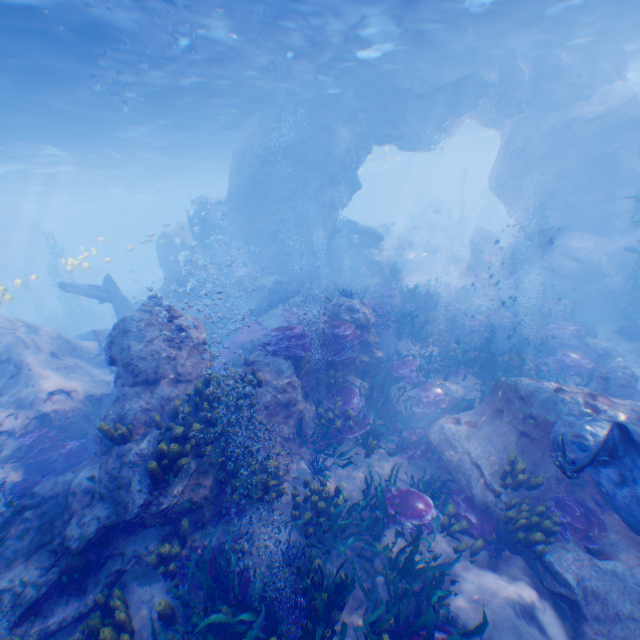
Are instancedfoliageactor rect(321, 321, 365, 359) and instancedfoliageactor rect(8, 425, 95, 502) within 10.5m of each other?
yes

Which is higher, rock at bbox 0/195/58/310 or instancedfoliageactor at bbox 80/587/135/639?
rock at bbox 0/195/58/310

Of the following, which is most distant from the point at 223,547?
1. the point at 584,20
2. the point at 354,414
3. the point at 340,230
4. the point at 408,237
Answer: the point at 408,237

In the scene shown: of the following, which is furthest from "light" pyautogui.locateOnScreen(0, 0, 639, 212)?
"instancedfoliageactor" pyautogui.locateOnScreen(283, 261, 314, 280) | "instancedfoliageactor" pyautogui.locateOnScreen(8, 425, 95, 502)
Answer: "instancedfoliageactor" pyautogui.locateOnScreen(283, 261, 314, 280)

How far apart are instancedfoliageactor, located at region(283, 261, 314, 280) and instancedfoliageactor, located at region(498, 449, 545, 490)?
15.7 meters

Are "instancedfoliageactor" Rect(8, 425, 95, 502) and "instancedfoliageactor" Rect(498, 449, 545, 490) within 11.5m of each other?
yes

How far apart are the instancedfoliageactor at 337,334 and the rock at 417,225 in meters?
45.7 m

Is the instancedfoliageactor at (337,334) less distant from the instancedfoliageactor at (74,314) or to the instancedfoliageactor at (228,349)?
the instancedfoliageactor at (228,349)
